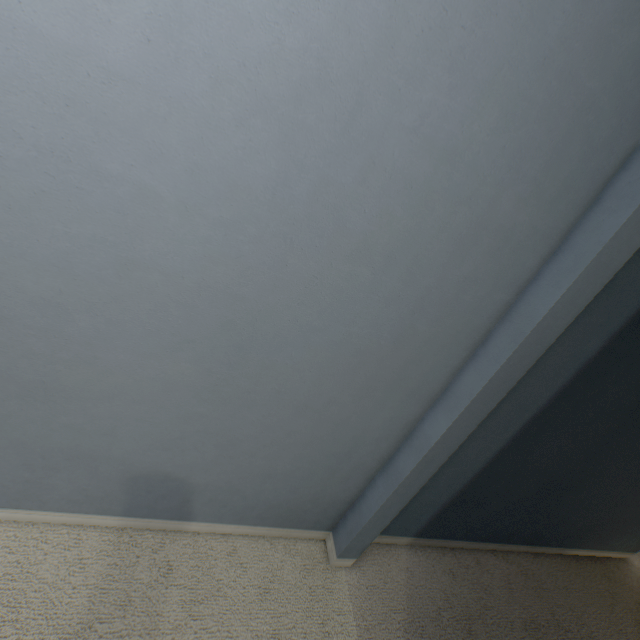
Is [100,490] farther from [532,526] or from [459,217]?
[532,526]
